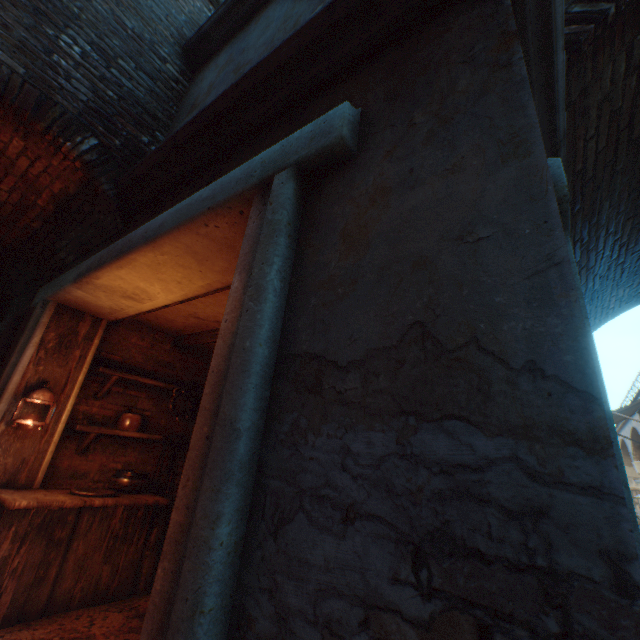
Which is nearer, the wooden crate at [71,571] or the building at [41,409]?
the wooden crate at [71,571]

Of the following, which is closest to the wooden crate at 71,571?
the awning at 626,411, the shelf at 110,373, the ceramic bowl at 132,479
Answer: the ceramic bowl at 132,479

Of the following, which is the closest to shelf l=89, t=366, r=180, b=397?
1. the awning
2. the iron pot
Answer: the iron pot

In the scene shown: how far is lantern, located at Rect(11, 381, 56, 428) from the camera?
3.23m

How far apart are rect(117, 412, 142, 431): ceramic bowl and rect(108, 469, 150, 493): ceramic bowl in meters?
0.5

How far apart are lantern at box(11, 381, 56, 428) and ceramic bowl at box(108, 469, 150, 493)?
0.9m

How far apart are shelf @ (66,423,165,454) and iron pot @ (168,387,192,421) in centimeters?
29cm

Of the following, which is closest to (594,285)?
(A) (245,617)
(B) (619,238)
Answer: (B) (619,238)
